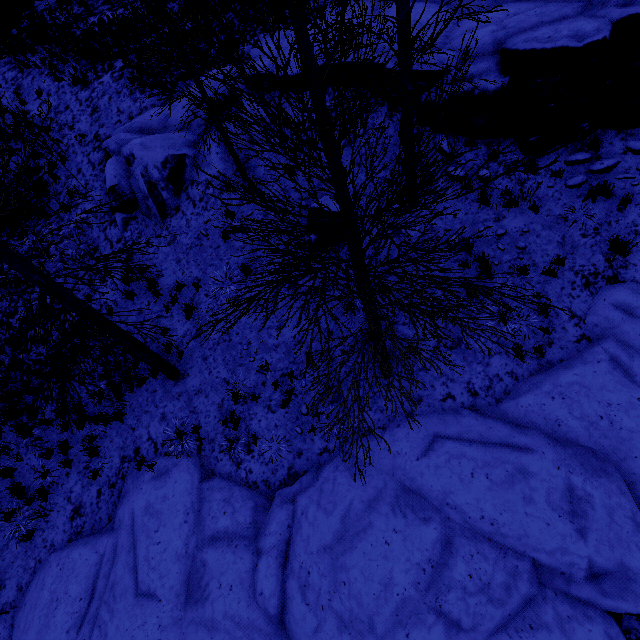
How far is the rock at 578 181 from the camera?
7.3 meters

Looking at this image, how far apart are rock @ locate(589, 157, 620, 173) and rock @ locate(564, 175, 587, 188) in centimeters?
15cm

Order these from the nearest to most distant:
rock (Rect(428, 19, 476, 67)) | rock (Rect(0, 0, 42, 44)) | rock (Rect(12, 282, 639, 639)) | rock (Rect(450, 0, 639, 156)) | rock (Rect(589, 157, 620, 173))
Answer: rock (Rect(12, 282, 639, 639)), rock (Rect(450, 0, 639, 156)), rock (Rect(589, 157, 620, 173)), rock (Rect(428, 19, 476, 67)), rock (Rect(0, 0, 42, 44))

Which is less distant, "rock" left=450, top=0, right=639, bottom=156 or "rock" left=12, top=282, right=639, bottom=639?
"rock" left=12, top=282, right=639, bottom=639

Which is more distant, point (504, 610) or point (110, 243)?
point (110, 243)

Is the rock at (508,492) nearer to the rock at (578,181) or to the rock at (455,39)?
the rock at (578,181)

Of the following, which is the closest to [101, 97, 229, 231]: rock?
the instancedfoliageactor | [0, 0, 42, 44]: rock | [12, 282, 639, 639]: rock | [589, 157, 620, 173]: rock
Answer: [589, 157, 620, 173]: rock

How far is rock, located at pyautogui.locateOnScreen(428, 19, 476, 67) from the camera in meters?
8.0
